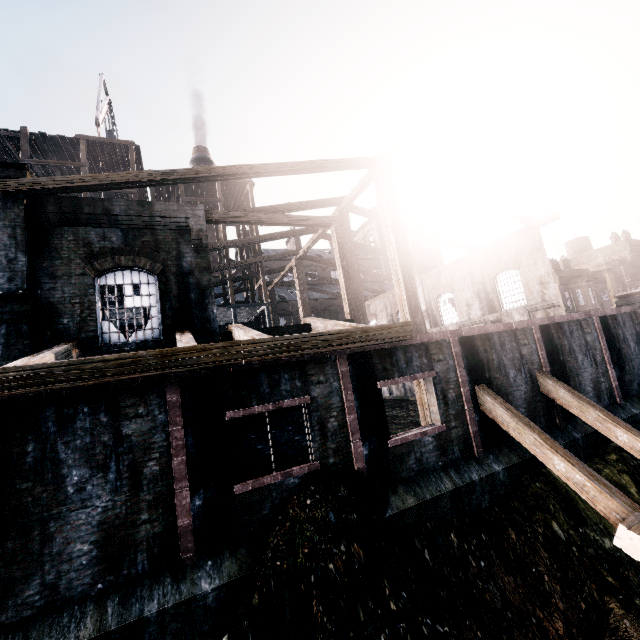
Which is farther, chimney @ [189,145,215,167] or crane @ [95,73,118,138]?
chimney @ [189,145,215,167]

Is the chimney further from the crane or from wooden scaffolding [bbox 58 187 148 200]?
wooden scaffolding [bbox 58 187 148 200]

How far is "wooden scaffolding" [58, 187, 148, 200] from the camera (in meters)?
22.00

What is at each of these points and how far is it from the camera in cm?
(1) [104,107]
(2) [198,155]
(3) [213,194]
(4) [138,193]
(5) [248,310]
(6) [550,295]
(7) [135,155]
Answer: (1) crane, 2778
(2) chimney, 5444
(3) wooden scaffolding, 3111
(4) wooden scaffolding, 2259
(5) wooden scaffolding, 3000
(6) building, 2058
(7) wooden scaffolding, 2445

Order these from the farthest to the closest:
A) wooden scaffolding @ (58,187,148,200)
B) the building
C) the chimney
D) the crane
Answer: the chimney, the crane, wooden scaffolding @ (58,187,148,200), the building

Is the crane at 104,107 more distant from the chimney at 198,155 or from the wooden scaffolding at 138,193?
the chimney at 198,155

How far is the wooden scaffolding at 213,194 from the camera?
27.8 meters
